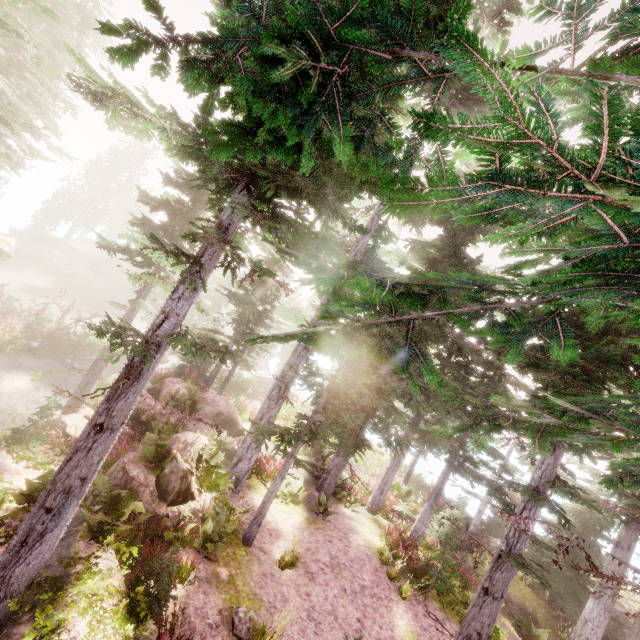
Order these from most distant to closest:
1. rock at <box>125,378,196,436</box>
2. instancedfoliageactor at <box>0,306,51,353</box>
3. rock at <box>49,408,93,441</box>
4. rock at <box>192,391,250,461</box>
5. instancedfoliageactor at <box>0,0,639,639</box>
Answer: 1. instancedfoliageactor at <box>0,306,51,353</box>
2. rock at <box>192,391,250,461</box>
3. rock at <box>125,378,196,436</box>
4. rock at <box>49,408,93,441</box>
5. instancedfoliageactor at <box>0,0,639,639</box>

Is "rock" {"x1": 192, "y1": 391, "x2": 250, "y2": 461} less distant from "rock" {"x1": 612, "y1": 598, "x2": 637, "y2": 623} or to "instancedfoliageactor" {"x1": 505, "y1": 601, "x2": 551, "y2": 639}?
"instancedfoliageactor" {"x1": 505, "y1": 601, "x2": 551, "y2": 639}

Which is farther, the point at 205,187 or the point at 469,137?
the point at 205,187

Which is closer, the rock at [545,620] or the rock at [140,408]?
the rock at [140,408]

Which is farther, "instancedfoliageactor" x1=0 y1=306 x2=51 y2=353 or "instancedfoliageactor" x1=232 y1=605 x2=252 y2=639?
"instancedfoliageactor" x1=0 y1=306 x2=51 y2=353

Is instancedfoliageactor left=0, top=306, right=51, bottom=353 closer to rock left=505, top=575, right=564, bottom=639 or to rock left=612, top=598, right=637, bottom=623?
rock left=612, top=598, right=637, bottom=623

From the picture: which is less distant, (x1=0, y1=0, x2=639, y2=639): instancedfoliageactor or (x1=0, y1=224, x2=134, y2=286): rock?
(x1=0, y1=0, x2=639, y2=639): instancedfoliageactor

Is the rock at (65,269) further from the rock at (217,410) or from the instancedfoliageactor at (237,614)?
the rock at (217,410)
